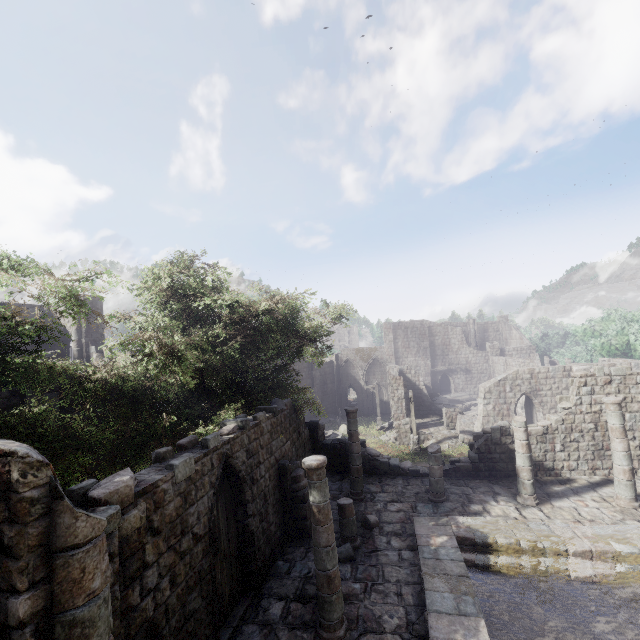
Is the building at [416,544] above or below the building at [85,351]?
below

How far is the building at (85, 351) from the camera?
21.6m

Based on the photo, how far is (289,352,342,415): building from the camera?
42.9m

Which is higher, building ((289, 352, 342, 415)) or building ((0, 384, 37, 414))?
building ((0, 384, 37, 414))

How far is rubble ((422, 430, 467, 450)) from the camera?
25.59m

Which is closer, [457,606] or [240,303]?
[457,606]

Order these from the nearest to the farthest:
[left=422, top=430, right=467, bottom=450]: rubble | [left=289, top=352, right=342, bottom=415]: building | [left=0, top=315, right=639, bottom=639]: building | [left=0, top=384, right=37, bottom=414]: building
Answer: [left=0, top=315, right=639, bottom=639]: building
[left=0, top=384, right=37, bottom=414]: building
[left=422, top=430, right=467, bottom=450]: rubble
[left=289, top=352, right=342, bottom=415]: building
